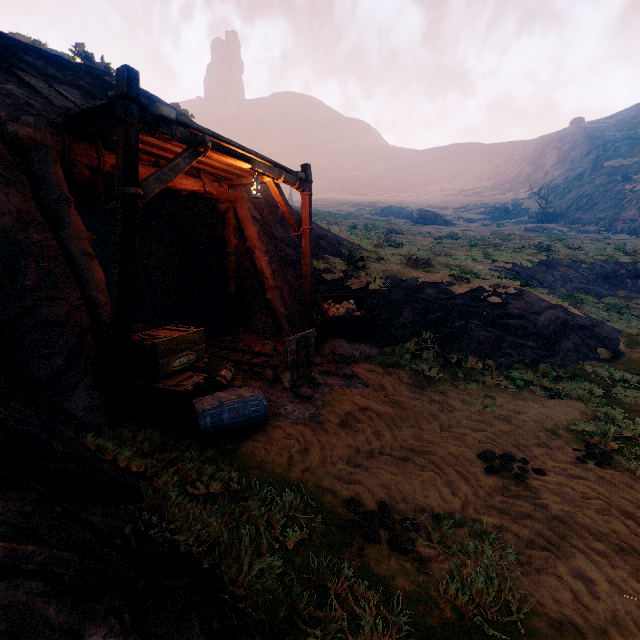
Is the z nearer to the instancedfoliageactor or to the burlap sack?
the burlap sack

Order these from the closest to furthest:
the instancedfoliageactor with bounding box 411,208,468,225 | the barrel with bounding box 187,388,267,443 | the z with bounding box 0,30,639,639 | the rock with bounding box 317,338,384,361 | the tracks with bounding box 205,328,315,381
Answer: the z with bounding box 0,30,639,639, the barrel with bounding box 187,388,267,443, the tracks with bounding box 205,328,315,381, the rock with bounding box 317,338,384,361, the instancedfoliageactor with bounding box 411,208,468,225

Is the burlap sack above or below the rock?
above

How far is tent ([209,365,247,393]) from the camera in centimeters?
542cm

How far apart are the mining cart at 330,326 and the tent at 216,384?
2.5 meters

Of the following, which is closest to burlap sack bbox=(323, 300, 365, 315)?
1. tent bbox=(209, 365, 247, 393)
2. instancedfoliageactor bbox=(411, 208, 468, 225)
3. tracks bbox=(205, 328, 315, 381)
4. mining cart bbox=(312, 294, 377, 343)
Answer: mining cart bbox=(312, 294, 377, 343)

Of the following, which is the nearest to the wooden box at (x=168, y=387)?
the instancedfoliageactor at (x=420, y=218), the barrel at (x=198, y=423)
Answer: the barrel at (x=198, y=423)

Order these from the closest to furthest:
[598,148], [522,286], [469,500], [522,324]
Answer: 1. [469,500]
2. [522,324]
3. [522,286]
4. [598,148]
